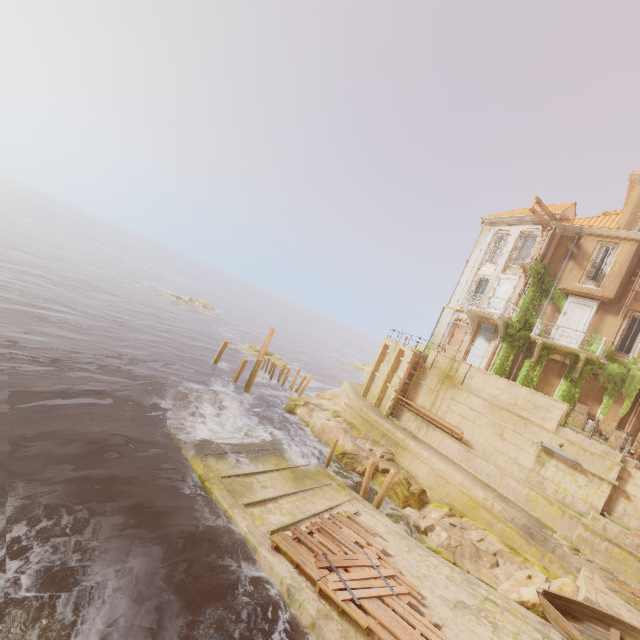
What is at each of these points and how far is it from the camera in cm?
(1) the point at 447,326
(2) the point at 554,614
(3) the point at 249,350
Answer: (1) column, 2756
(2) boat, 997
(3) rock, 3766

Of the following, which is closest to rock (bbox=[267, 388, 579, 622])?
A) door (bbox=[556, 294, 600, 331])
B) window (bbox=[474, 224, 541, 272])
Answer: door (bbox=[556, 294, 600, 331])

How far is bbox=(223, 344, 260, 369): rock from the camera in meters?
34.9 m

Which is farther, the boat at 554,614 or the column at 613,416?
the column at 613,416

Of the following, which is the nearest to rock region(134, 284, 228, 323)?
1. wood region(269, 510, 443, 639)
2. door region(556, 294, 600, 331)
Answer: wood region(269, 510, 443, 639)

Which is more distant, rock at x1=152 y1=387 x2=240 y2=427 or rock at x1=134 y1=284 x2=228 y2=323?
rock at x1=134 y1=284 x2=228 y2=323

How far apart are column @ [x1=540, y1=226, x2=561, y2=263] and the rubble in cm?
1625

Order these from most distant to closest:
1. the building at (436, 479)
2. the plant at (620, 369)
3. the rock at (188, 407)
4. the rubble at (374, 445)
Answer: the rubble at (374, 445), the plant at (620, 369), the rock at (188, 407), the building at (436, 479)
